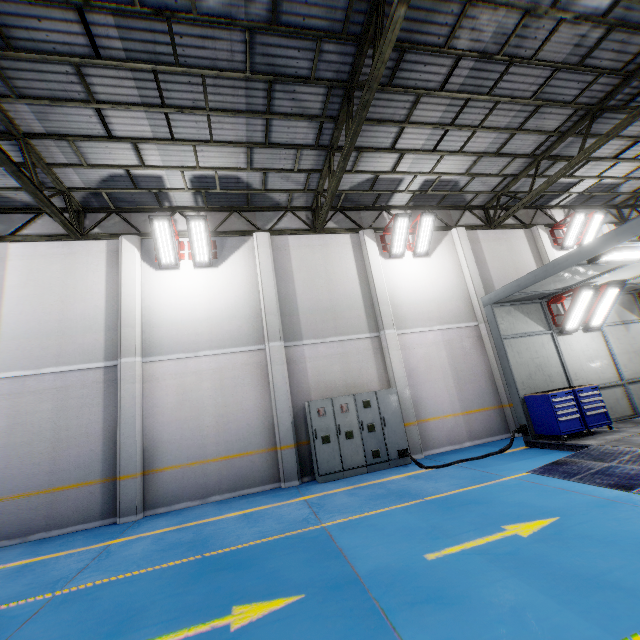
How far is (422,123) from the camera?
9.0m

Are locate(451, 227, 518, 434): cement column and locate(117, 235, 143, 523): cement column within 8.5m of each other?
no

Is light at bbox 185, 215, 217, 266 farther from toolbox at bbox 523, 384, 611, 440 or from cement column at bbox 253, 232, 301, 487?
toolbox at bbox 523, 384, 611, 440

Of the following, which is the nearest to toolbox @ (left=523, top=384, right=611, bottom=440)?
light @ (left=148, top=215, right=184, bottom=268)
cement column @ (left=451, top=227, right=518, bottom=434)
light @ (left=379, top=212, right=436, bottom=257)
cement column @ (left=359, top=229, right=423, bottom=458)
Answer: cement column @ (left=451, top=227, right=518, bottom=434)

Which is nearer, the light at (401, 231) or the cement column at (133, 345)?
the cement column at (133, 345)

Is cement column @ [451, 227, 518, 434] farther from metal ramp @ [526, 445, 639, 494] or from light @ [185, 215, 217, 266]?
light @ [185, 215, 217, 266]

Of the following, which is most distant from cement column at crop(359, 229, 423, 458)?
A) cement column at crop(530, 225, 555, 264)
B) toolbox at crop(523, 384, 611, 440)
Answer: cement column at crop(530, 225, 555, 264)

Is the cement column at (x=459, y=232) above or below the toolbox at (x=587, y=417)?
above
